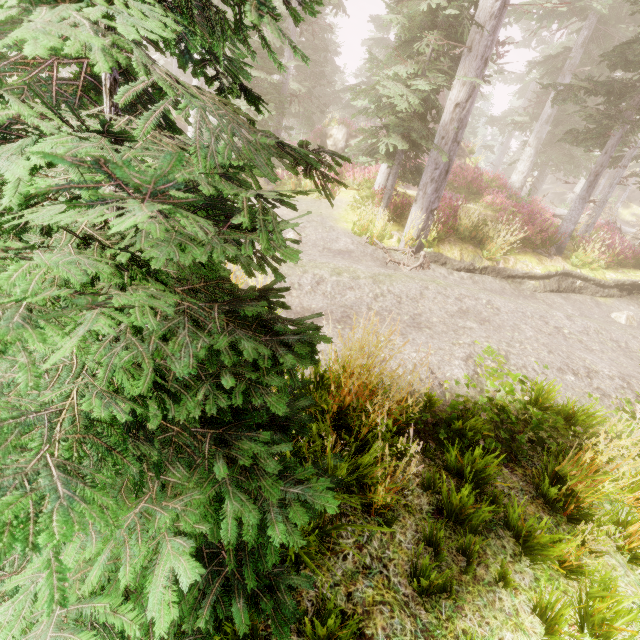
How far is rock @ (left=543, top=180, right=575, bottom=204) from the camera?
40.6 meters

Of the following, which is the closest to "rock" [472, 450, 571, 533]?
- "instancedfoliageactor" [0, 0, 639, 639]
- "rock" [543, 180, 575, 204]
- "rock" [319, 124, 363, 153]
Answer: "instancedfoliageactor" [0, 0, 639, 639]

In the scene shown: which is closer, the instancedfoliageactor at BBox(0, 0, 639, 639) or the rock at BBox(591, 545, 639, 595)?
the instancedfoliageactor at BBox(0, 0, 639, 639)

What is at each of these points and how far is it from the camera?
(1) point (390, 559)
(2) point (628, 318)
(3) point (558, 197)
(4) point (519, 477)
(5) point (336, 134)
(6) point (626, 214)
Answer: (1) rock, 2.43m
(2) instancedfoliageactor, 10.19m
(3) rock, 41.25m
(4) rock, 3.20m
(5) rock, 22.59m
(6) rock, 43.53m

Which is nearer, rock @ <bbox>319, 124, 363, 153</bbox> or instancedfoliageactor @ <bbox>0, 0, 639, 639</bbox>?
instancedfoliageactor @ <bbox>0, 0, 639, 639</bbox>

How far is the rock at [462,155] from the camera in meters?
20.1 m

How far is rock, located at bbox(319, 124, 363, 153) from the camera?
22.4 meters

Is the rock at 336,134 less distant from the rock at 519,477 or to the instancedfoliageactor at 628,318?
the instancedfoliageactor at 628,318
